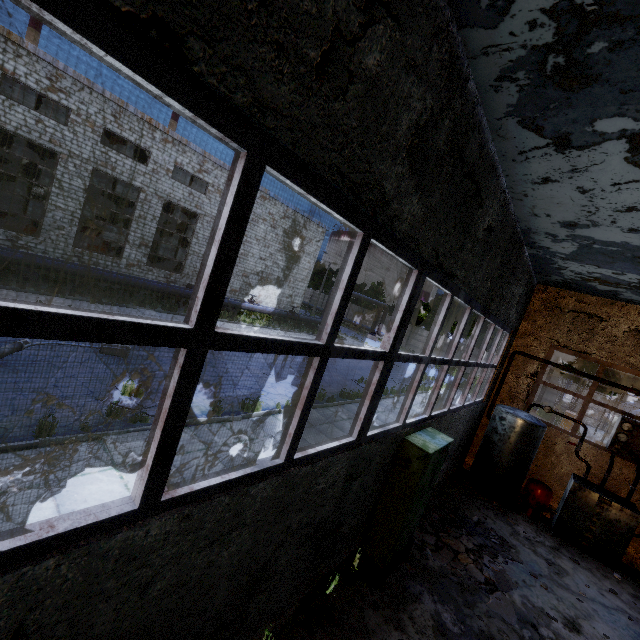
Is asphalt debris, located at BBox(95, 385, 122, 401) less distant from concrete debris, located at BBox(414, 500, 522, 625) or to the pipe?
concrete debris, located at BBox(414, 500, 522, 625)

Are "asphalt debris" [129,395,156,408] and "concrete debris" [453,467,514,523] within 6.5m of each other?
no

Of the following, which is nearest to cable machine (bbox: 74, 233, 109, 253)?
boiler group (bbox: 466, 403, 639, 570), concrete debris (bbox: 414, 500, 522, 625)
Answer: concrete debris (bbox: 414, 500, 522, 625)

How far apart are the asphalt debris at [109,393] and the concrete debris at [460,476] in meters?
8.3

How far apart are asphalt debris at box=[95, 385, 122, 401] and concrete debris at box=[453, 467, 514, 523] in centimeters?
834cm

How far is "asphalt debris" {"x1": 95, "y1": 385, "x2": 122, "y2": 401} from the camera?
8.1m

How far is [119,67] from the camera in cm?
131

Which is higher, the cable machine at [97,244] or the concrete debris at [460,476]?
the cable machine at [97,244]
